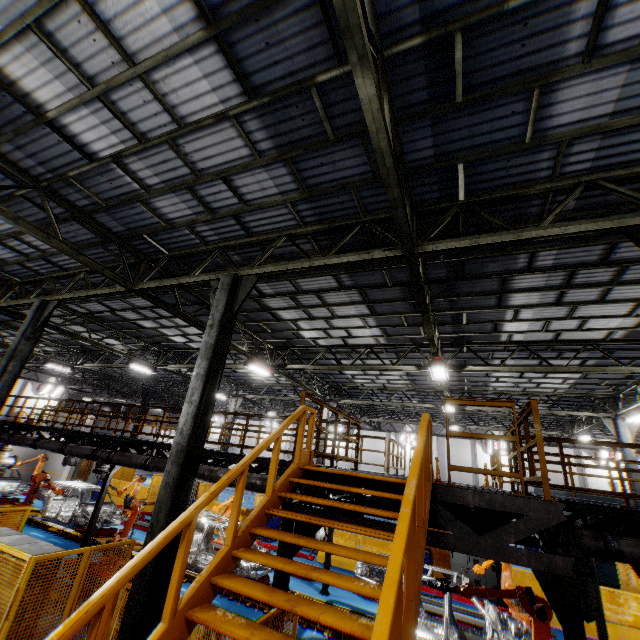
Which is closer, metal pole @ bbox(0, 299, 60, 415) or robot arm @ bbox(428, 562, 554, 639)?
robot arm @ bbox(428, 562, 554, 639)

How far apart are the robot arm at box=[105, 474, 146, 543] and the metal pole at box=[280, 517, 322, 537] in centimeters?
690cm

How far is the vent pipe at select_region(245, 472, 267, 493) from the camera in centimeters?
944cm

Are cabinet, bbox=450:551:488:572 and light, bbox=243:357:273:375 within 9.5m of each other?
no

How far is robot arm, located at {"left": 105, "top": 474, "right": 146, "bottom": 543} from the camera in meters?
10.4 m

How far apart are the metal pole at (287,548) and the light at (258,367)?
8.24m

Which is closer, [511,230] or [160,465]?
[511,230]

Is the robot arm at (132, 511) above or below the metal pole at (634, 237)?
below
